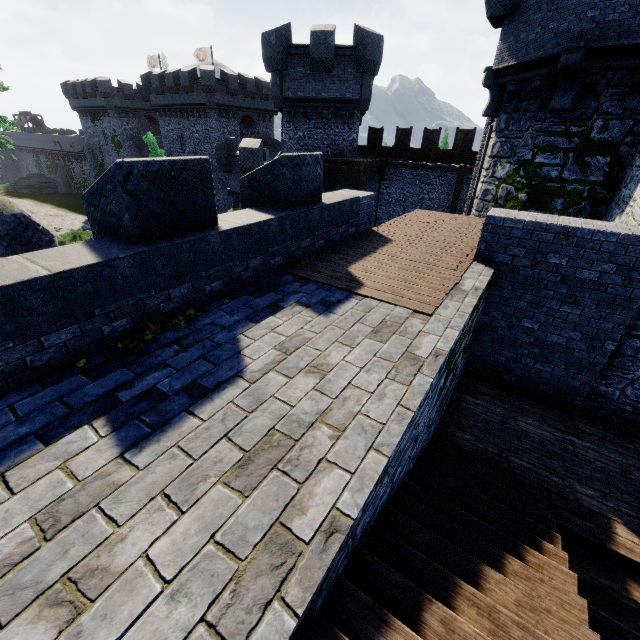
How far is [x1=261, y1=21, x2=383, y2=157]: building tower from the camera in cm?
1816

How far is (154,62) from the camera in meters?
46.9

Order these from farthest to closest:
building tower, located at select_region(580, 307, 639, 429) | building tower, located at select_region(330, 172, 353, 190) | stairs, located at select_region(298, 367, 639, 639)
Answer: building tower, located at select_region(330, 172, 353, 190), building tower, located at select_region(580, 307, 639, 429), stairs, located at select_region(298, 367, 639, 639)

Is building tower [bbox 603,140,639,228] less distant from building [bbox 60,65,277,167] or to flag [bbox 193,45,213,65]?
building [bbox 60,65,277,167]

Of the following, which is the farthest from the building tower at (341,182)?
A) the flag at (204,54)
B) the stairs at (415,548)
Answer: the flag at (204,54)

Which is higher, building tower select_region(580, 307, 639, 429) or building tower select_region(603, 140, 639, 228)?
building tower select_region(603, 140, 639, 228)

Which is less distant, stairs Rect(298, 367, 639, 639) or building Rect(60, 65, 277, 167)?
stairs Rect(298, 367, 639, 639)

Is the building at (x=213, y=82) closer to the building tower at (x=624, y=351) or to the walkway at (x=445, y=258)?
the walkway at (x=445, y=258)
